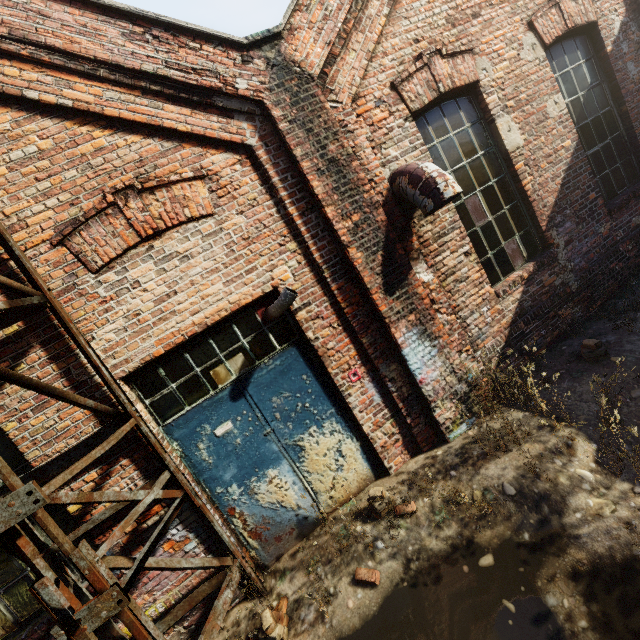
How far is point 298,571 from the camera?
3.6m

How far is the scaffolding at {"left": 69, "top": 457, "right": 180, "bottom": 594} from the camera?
2.32m

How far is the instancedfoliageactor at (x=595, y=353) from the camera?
4.0 meters

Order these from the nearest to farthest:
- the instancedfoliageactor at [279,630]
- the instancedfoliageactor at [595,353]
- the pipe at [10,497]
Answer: the pipe at [10,497]
the instancedfoliageactor at [279,630]
the instancedfoliageactor at [595,353]

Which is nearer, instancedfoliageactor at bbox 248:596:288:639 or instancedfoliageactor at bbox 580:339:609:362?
instancedfoliageactor at bbox 248:596:288:639

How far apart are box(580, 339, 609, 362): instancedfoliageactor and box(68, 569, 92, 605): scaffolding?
4.8m

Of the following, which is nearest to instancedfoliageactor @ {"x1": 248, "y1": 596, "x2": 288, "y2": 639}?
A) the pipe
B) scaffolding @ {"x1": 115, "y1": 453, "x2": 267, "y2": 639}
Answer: scaffolding @ {"x1": 115, "y1": 453, "x2": 267, "y2": 639}
